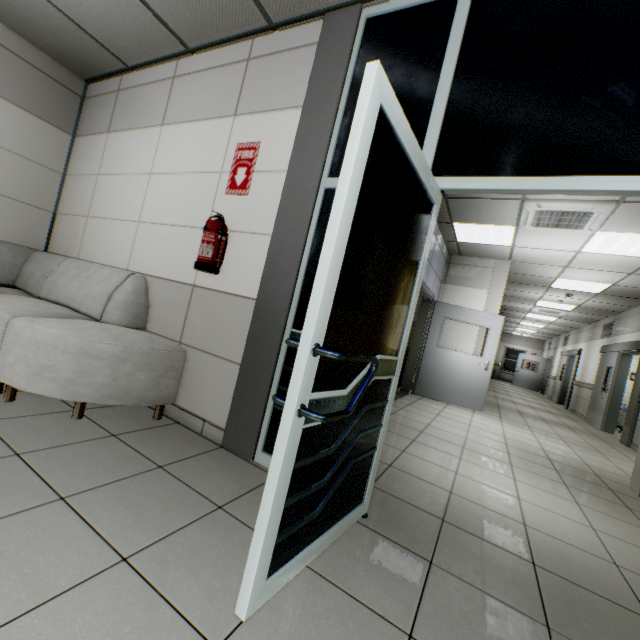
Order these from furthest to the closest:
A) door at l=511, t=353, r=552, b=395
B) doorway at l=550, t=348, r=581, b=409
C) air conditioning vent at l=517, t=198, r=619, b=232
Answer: door at l=511, t=353, r=552, b=395 → doorway at l=550, t=348, r=581, b=409 → air conditioning vent at l=517, t=198, r=619, b=232

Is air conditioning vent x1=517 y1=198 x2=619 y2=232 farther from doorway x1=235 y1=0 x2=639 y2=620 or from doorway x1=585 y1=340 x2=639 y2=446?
doorway x1=585 y1=340 x2=639 y2=446

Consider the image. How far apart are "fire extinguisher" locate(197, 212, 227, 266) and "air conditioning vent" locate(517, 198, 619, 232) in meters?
4.0 m

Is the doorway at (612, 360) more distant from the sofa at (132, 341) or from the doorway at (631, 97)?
the sofa at (132, 341)

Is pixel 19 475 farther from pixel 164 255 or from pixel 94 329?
pixel 164 255

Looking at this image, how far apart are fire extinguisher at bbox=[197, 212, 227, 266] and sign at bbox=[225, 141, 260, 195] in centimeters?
27cm

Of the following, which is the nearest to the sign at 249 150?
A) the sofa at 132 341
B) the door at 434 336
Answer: the sofa at 132 341

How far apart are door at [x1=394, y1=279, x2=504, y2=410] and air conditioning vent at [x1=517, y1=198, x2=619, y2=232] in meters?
1.6 m
